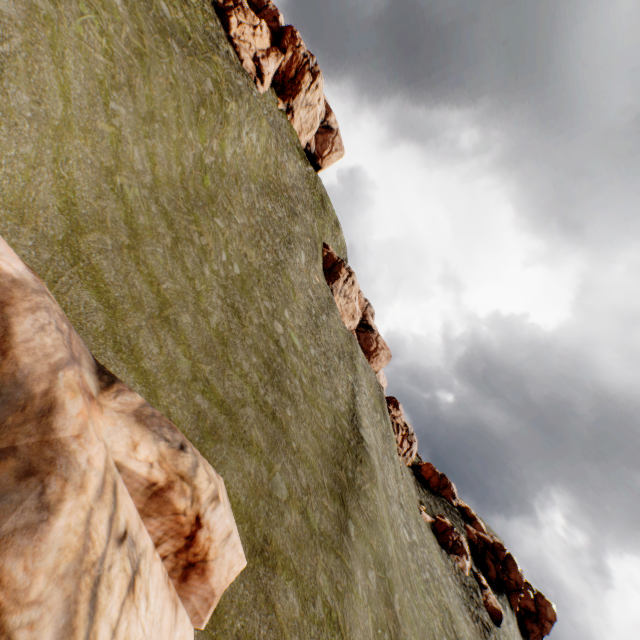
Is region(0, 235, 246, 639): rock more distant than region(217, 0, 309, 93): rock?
Answer: No

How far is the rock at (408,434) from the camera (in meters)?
49.71

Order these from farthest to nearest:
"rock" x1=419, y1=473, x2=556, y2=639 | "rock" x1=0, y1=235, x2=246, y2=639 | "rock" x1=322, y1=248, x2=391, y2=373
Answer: "rock" x1=322, y1=248, x2=391, y2=373, "rock" x1=419, y1=473, x2=556, y2=639, "rock" x1=0, y1=235, x2=246, y2=639

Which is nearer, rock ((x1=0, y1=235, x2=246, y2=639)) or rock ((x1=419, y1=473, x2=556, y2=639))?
rock ((x1=0, y1=235, x2=246, y2=639))

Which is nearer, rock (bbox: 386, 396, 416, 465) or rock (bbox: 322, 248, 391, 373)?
rock (bbox: 386, 396, 416, 465)

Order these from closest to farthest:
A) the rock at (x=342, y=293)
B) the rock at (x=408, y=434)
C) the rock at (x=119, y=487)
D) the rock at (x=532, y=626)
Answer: the rock at (x=119, y=487) → the rock at (x=532, y=626) → the rock at (x=408, y=434) → the rock at (x=342, y=293)

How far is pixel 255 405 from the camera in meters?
17.1 m

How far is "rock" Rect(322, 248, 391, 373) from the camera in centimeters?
5478cm
